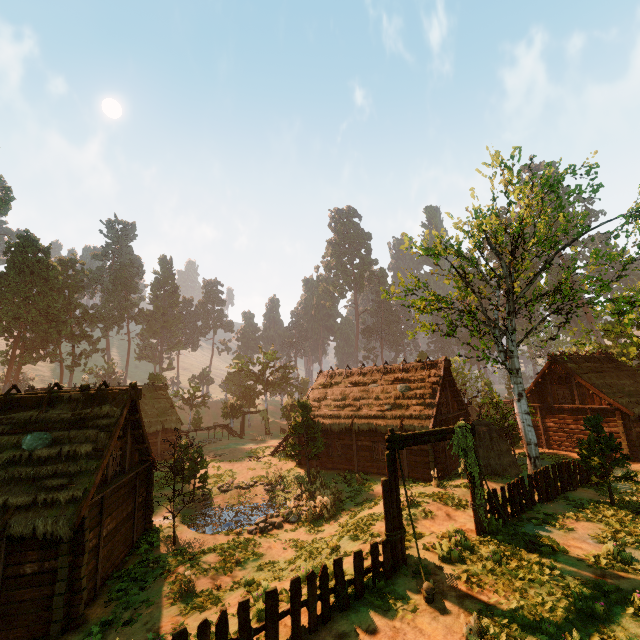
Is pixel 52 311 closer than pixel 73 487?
No

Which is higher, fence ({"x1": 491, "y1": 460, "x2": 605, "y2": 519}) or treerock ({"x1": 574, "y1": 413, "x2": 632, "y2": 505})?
treerock ({"x1": 574, "y1": 413, "x2": 632, "y2": 505})

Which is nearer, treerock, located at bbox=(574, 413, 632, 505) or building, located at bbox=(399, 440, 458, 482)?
treerock, located at bbox=(574, 413, 632, 505)

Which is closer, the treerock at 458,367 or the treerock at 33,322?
the treerock at 458,367

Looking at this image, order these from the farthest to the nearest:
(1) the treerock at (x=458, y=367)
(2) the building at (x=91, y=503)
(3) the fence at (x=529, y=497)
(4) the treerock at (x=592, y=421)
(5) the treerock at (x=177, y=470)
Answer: (1) the treerock at (x=458, y=367)
(5) the treerock at (x=177, y=470)
(4) the treerock at (x=592, y=421)
(3) the fence at (x=529, y=497)
(2) the building at (x=91, y=503)

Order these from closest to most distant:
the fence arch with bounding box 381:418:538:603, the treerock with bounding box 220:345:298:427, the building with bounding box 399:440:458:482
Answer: the fence arch with bounding box 381:418:538:603 → the building with bounding box 399:440:458:482 → the treerock with bounding box 220:345:298:427

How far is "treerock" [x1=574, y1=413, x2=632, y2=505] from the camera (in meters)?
13.30
